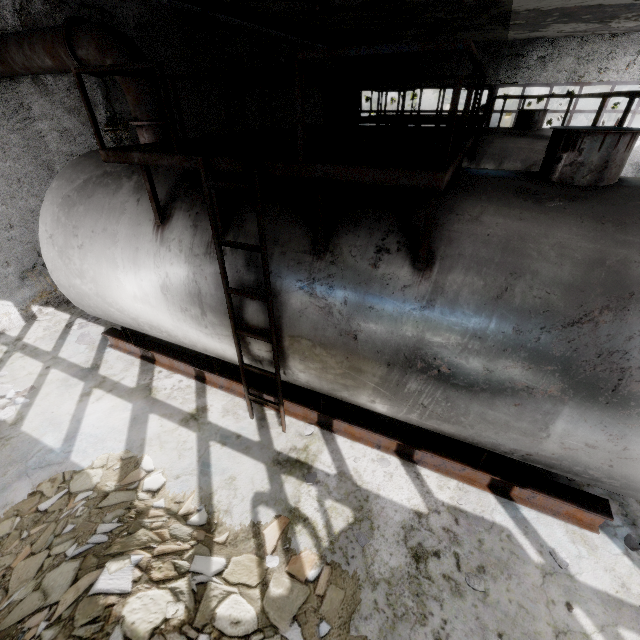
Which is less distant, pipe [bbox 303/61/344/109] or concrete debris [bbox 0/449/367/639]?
concrete debris [bbox 0/449/367/639]

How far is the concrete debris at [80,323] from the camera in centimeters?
767cm

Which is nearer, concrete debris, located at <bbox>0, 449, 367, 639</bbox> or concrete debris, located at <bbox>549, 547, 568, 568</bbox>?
concrete debris, located at <bbox>0, 449, 367, 639</bbox>

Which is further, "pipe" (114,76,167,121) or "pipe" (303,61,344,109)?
"pipe" (303,61,344,109)

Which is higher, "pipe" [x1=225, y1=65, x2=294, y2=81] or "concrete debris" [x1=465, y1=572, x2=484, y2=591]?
"pipe" [x1=225, y1=65, x2=294, y2=81]

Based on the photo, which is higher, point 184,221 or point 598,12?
point 598,12

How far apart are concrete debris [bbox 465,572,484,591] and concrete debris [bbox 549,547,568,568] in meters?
0.9 m

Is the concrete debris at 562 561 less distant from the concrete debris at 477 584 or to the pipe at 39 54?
the concrete debris at 477 584
